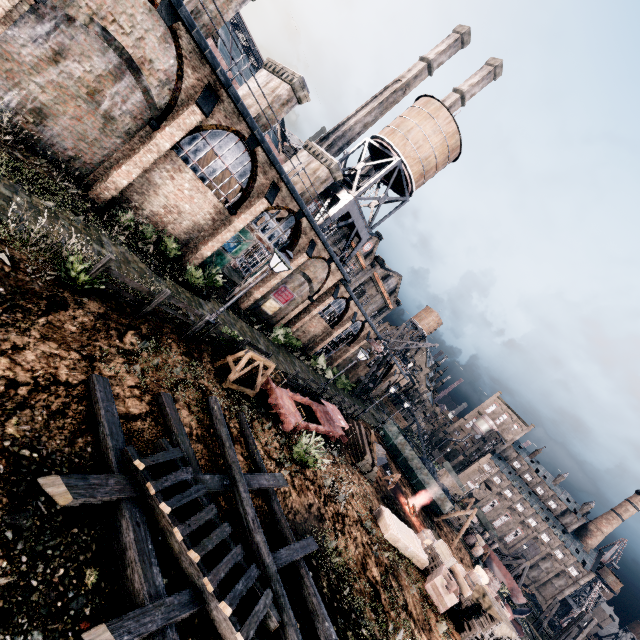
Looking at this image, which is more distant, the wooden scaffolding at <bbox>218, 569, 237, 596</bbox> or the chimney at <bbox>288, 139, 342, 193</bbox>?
the chimney at <bbox>288, 139, 342, 193</bbox>

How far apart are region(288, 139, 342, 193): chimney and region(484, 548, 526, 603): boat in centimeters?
5066cm

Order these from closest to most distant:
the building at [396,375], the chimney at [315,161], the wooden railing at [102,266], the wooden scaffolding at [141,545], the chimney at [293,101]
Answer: the wooden scaffolding at [141,545] → the wooden railing at [102,266] → the chimney at [293,101] → the chimney at [315,161] → the building at [396,375]

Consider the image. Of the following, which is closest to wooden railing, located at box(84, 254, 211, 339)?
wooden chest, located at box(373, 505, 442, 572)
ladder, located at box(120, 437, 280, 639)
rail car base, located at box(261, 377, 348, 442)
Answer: rail car base, located at box(261, 377, 348, 442)

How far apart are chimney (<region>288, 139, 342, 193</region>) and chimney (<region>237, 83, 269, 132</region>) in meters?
4.9

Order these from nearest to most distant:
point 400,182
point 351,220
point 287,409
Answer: point 287,409 < point 351,220 < point 400,182

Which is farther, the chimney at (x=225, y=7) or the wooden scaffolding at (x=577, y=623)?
the wooden scaffolding at (x=577, y=623)

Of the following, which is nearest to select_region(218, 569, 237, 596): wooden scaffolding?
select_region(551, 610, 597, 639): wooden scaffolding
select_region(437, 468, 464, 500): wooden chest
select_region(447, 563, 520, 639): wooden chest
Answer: select_region(447, 563, 520, 639): wooden chest
